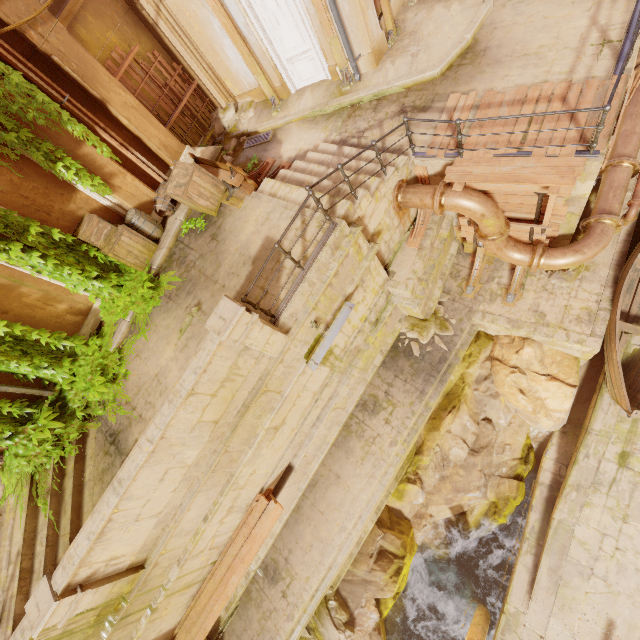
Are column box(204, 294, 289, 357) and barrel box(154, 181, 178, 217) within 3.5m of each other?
no

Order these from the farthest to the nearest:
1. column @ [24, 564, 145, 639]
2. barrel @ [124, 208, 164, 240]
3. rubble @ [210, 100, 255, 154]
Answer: rubble @ [210, 100, 255, 154]
barrel @ [124, 208, 164, 240]
column @ [24, 564, 145, 639]

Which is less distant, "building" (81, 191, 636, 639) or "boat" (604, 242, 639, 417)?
"building" (81, 191, 636, 639)

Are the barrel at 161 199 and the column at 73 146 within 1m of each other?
yes

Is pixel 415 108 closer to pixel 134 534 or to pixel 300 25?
pixel 300 25

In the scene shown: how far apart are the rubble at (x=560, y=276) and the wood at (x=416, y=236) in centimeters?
304cm

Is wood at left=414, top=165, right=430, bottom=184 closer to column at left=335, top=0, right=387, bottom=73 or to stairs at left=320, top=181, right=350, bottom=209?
stairs at left=320, top=181, right=350, bottom=209

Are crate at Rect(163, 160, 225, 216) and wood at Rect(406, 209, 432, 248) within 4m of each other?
no
